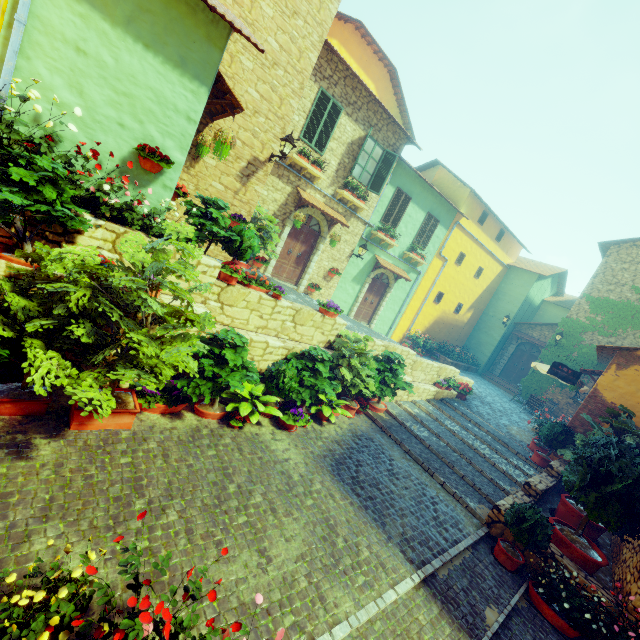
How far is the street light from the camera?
8.59m

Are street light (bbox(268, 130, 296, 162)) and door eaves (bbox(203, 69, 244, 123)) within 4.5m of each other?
yes

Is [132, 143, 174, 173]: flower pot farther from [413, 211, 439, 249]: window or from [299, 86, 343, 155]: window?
[413, 211, 439, 249]: window

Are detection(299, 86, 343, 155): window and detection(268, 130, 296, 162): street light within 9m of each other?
yes

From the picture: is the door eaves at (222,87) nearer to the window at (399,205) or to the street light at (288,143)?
the street light at (288,143)

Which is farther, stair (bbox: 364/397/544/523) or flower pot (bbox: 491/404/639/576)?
stair (bbox: 364/397/544/523)

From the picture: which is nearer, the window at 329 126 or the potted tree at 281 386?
the potted tree at 281 386

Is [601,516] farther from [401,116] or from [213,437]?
[401,116]
